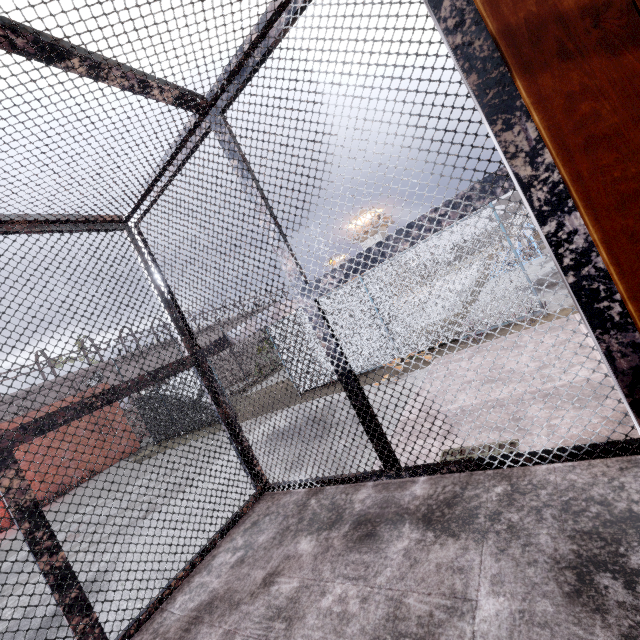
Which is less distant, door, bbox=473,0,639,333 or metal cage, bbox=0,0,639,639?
door, bbox=473,0,639,333

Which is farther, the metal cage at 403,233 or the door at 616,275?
the metal cage at 403,233

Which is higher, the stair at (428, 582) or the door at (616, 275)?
the door at (616, 275)

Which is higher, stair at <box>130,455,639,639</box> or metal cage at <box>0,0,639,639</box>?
metal cage at <box>0,0,639,639</box>

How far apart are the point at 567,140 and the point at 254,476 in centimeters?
334cm

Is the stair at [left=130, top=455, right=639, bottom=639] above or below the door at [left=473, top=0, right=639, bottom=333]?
below
